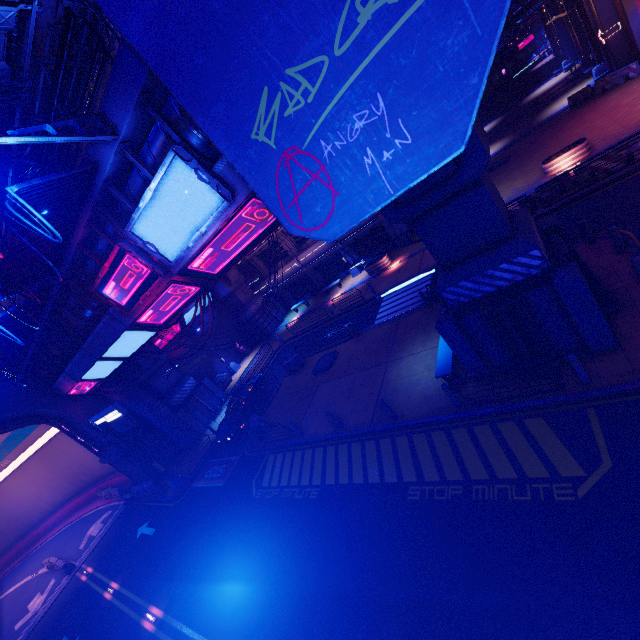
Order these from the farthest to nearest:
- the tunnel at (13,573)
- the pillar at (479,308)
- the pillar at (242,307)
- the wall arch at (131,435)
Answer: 1. the pillar at (242,307)
2. the wall arch at (131,435)
3. the tunnel at (13,573)
4. the pillar at (479,308)

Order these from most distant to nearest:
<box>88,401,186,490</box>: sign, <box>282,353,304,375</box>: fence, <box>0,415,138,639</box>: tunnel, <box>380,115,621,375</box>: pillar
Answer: <box>0,415,138,639</box>: tunnel → <box>282,353,304,375</box>: fence → <box>88,401,186,490</box>: sign → <box>380,115,621,375</box>: pillar

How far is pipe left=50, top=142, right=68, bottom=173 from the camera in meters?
25.6

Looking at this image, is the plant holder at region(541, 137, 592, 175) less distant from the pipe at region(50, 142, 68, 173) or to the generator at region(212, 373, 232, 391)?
the pipe at region(50, 142, 68, 173)

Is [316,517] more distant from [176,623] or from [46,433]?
[46,433]

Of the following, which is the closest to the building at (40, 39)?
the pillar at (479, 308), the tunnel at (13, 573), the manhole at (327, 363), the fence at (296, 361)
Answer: the tunnel at (13, 573)

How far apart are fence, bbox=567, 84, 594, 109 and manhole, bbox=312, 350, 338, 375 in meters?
27.0

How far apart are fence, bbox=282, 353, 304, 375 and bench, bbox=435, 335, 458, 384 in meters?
11.5
